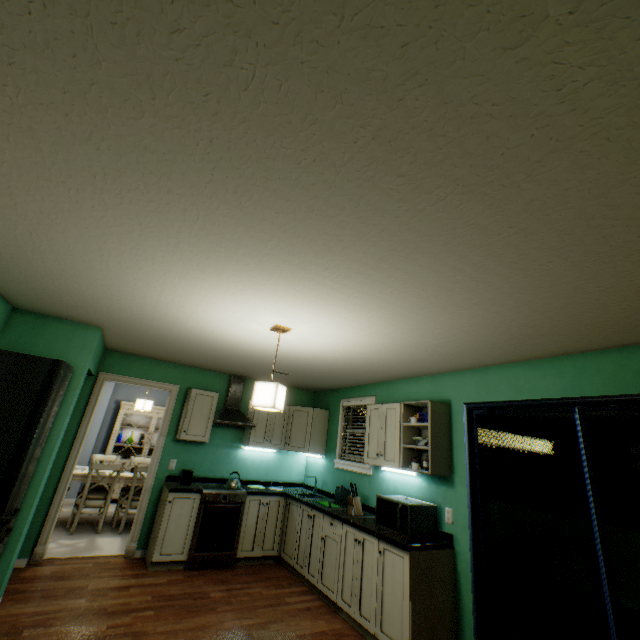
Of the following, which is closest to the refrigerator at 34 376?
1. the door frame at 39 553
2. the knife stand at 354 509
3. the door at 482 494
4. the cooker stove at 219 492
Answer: the door frame at 39 553

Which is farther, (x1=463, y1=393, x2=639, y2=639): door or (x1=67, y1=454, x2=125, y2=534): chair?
(x1=67, y1=454, x2=125, y2=534): chair

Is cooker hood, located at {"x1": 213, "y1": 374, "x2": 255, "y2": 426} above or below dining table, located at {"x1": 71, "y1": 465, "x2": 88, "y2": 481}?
above

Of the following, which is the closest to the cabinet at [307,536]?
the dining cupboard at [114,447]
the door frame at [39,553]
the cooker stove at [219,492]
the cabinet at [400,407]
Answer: the cooker stove at [219,492]

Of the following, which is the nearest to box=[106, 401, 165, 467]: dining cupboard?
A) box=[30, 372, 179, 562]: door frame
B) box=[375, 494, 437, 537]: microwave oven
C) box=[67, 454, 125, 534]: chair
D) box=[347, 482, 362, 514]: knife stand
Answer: box=[67, 454, 125, 534]: chair

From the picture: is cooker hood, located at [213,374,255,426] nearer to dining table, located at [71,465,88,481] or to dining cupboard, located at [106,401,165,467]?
dining table, located at [71,465,88,481]

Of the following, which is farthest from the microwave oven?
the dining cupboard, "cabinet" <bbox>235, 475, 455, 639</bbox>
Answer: the dining cupboard

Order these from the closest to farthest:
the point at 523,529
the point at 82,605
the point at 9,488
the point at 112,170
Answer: the point at 112,170 → the point at 9,488 → the point at 82,605 → the point at 523,529
